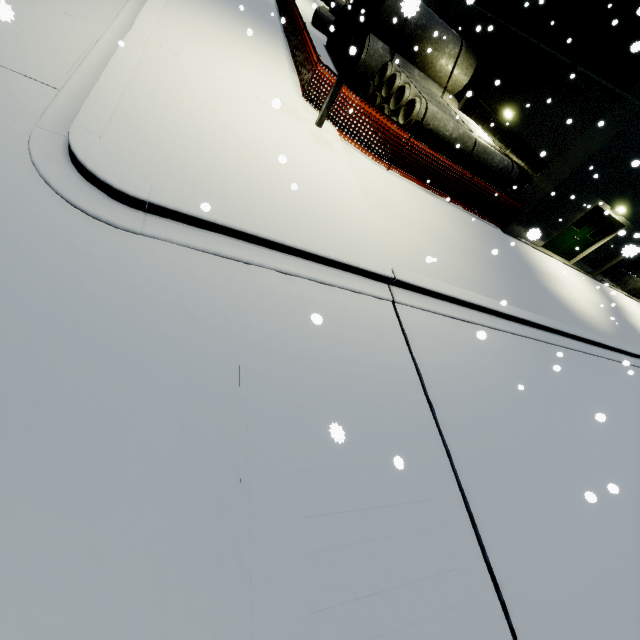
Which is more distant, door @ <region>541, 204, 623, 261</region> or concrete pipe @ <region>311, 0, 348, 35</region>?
concrete pipe @ <region>311, 0, 348, 35</region>

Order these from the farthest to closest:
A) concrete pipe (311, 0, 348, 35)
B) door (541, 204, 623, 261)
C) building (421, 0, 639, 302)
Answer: concrete pipe (311, 0, 348, 35)
door (541, 204, 623, 261)
building (421, 0, 639, 302)

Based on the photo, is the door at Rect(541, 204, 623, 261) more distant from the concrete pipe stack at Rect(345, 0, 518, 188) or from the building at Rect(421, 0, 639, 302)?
the concrete pipe stack at Rect(345, 0, 518, 188)

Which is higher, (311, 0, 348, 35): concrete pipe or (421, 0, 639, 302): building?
(421, 0, 639, 302): building

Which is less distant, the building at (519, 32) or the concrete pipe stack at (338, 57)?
the building at (519, 32)

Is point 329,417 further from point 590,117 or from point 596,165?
point 590,117

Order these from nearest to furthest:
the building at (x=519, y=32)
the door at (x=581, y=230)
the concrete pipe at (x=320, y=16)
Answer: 1. the building at (x=519, y=32)
2. the door at (x=581, y=230)
3. the concrete pipe at (x=320, y=16)
